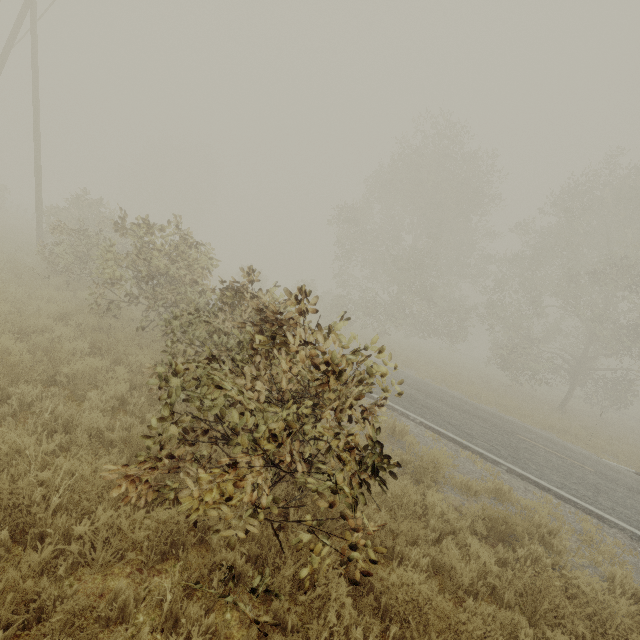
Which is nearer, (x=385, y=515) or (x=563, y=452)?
(x=385, y=515)
